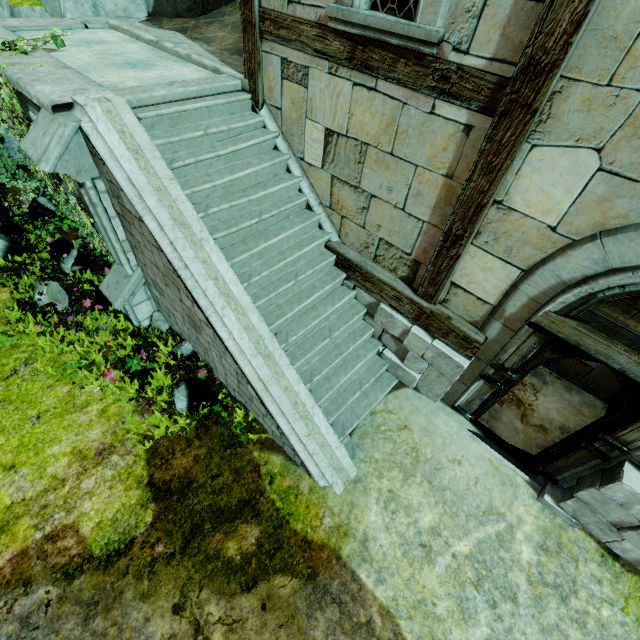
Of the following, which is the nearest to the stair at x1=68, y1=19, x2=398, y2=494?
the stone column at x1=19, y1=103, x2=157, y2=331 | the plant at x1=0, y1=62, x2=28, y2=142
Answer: the stone column at x1=19, y1=103, x2=157, y2=331

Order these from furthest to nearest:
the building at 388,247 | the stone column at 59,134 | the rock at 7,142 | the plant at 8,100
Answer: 1. the rock at 7,142
2. the plant at 8,100
3. the stone column at 59,134
4. the building at 388,247

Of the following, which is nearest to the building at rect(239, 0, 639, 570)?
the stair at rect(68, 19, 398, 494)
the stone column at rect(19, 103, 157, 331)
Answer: the stair at rect(68, 19, 398, 494)

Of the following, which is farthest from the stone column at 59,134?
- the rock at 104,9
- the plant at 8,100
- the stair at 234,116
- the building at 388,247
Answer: the rock at 104,9

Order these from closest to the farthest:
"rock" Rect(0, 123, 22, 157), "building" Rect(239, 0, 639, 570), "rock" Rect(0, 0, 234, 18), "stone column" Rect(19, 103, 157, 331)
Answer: "building" Rect(239, 0, 639, 570), "stone column" Rect(19, 103, 157, 331), "rock" Rect(0, 0, 234, 18), "rock" Rect(0, 123, 22, 157)

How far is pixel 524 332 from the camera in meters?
4.1 m

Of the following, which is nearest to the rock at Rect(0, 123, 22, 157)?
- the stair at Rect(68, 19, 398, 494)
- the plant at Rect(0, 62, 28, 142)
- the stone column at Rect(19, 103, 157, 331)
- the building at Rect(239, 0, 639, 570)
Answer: the stair at Rect(68, 19, 398, 494)
